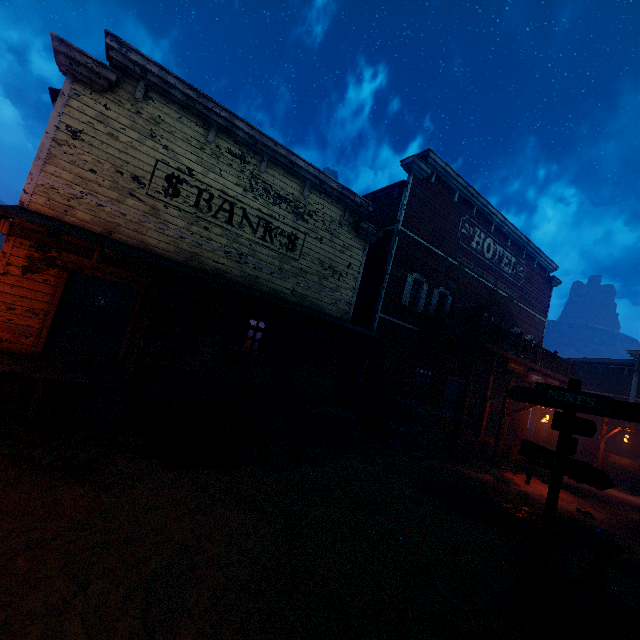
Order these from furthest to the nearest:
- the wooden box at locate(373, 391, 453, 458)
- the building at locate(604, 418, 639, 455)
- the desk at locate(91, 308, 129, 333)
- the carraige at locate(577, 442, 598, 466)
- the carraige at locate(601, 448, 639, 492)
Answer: the building at locate(604, 418, 639, 455) → the carraige at locate(577, 442, 598, 466) → the carraige at locate(601, 448, 639, 492) → the desk at locate(91, 308, 129, 333) → the wooden box at locate(373, 391, 453, 458)

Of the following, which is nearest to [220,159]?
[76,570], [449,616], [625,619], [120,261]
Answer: [120,261]

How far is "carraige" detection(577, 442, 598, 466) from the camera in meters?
17.0

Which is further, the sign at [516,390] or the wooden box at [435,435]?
the wooden box at [435,435]

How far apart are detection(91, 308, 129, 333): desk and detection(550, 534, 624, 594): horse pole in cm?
1611

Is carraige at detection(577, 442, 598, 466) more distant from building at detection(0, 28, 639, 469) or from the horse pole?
the horse pole

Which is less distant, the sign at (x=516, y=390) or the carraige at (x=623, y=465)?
the sign at (x=516, y=390)

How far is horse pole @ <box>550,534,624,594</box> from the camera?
5.2 meters
